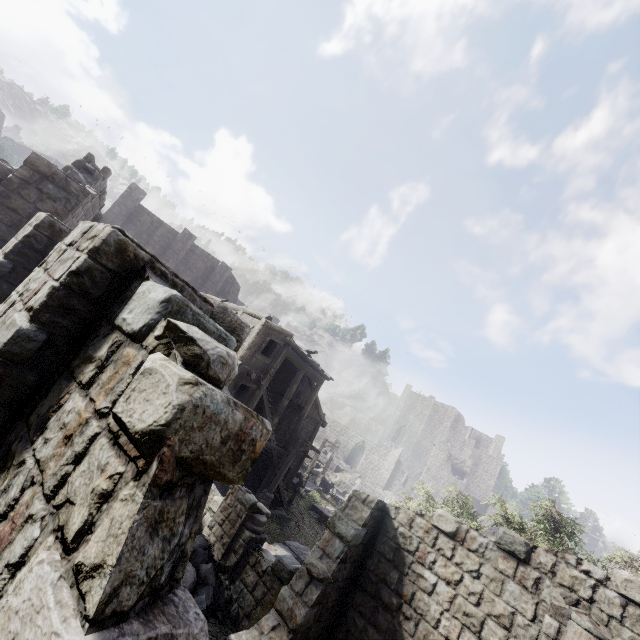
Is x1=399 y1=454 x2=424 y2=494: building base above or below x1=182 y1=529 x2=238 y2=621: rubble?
above

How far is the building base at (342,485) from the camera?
38.66m

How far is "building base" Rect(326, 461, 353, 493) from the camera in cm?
3866

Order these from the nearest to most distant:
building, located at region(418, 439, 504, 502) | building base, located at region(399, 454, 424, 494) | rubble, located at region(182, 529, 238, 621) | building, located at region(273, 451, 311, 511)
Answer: rubble, located at region(182, 529, 238, 621), building, located at region(273, 451, 311, 511), building, located at region(418, 439, 504, 502), building base, located at region(399, 454, 424, 494)

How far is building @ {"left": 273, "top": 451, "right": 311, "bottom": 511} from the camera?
20.8m

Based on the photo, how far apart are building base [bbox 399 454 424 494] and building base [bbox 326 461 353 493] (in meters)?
20.35

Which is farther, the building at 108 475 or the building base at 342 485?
the building base at 342 485

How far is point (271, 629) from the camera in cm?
718
